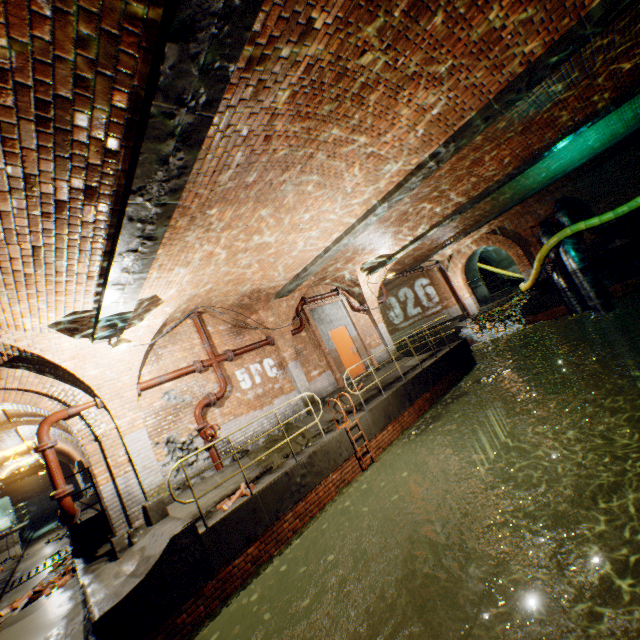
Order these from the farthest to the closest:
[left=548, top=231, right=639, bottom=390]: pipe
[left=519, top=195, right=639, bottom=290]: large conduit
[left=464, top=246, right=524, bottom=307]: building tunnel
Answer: [left=464, top=246, right=524, bottom=307]: building tunnel → [left=519, top=195, right=639, bottom=290]: large conduit → [left=548, top=231, right=639, bottom=390]: pipe

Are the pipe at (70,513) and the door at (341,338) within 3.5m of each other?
no

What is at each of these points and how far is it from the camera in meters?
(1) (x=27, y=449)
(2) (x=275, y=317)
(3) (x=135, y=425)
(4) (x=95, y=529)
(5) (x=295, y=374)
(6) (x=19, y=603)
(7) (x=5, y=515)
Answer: (1) building tunnel, 17.7 m
(2) support arch, 10.7 m
(3) support arch, 7.6 m
(4) walkway, 8.7 m
(5) support arch, 10.8 m
(6) bricks, 7.3 m
(7) door, 21.3 m

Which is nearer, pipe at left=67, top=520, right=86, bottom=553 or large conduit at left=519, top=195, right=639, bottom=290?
pipe at left=67, top=520, right=86, bottom=553

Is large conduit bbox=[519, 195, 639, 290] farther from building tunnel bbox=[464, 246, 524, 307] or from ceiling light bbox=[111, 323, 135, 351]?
ceiling light bbox=[111, 323, 135, 351]

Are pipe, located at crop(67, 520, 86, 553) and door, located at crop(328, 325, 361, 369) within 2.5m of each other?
no

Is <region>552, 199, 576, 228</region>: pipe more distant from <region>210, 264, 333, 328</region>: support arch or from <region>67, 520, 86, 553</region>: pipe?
<region>67, 520, 86, 553</region>: pipe

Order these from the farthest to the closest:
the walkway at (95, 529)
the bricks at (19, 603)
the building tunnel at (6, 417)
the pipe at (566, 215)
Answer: the pipe at (566, 215)
the building tunnel at (6, 417)
the walkway at (95, 529)
the bricks at (19, 603)
